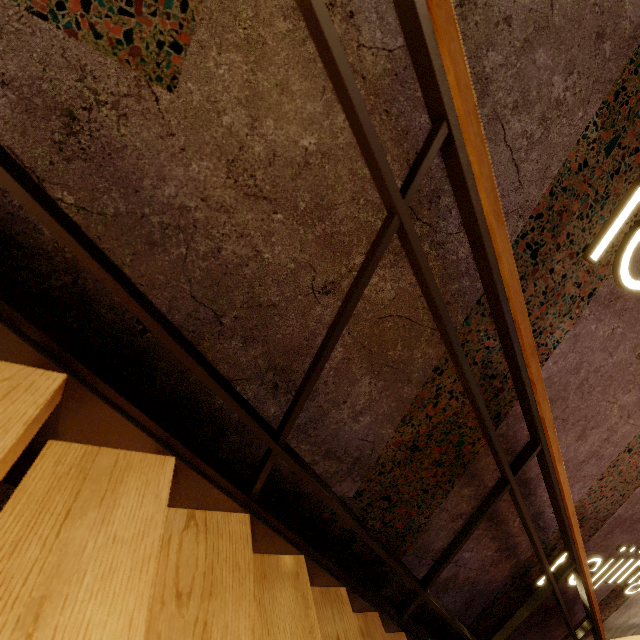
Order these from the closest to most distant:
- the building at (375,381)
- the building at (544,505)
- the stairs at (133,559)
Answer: the stairs at (133,559), the building at (375,381), the building at (544,505)

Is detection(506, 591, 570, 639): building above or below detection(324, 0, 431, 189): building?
below

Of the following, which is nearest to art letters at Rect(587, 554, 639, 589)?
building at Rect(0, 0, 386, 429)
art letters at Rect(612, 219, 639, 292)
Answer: building at Rect(0, 0, 386, 429)

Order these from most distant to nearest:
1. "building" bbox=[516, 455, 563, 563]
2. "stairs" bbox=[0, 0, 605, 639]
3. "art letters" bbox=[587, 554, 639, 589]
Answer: "art letters" bbox=[587, 554, 639, 589], "building" bbox=[516, 455, 563, 563], "stairs" bbox=[0, 0, 605, 639]

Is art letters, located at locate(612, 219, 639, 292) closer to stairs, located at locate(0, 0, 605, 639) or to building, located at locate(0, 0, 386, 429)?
building, located at locate(0, 0, 386, 429)

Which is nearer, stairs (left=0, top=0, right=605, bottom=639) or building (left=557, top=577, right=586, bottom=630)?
stairs (left=0, top=0, right=605, bottom=639)

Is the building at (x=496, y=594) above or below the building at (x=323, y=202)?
below

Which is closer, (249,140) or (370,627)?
(249,140)
